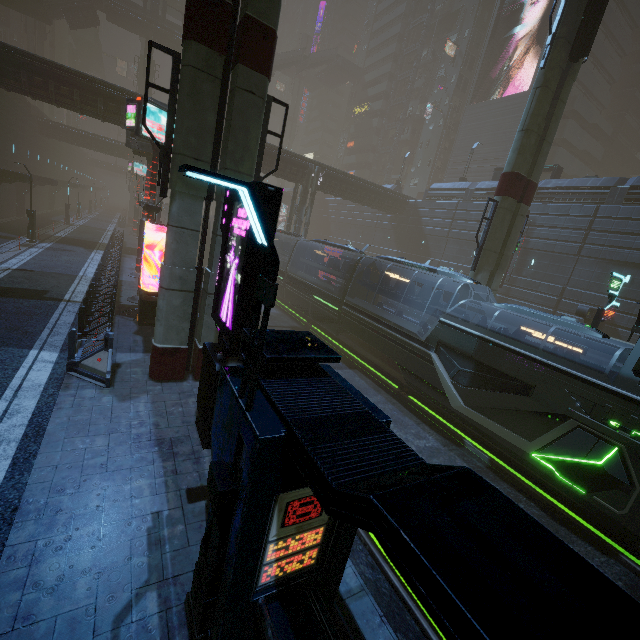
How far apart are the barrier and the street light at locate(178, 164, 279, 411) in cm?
734

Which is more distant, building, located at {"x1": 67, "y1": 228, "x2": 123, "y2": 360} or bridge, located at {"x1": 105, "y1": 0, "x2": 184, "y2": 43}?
bridge, located at {"x1": 105, "y1": 0, "x2": 184, "y2": 43}

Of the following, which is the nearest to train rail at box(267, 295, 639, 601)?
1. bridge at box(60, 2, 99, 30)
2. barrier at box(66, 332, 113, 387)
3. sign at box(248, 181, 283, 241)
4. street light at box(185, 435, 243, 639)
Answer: sign at box(248, 181, 283, 241)

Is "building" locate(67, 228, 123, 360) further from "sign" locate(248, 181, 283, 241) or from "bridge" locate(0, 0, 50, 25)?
"bridge" locate(0, 0, 50, 25)

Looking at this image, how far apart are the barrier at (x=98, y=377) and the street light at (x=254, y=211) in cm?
734

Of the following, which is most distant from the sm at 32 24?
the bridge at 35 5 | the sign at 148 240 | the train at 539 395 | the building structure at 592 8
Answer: the bridge at 35 5

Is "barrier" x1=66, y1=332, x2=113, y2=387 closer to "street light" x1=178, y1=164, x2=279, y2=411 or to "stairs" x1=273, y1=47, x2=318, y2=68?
"street light" x1=178, y1=164, x2=279, y2=411

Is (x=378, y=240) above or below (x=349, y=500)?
above
